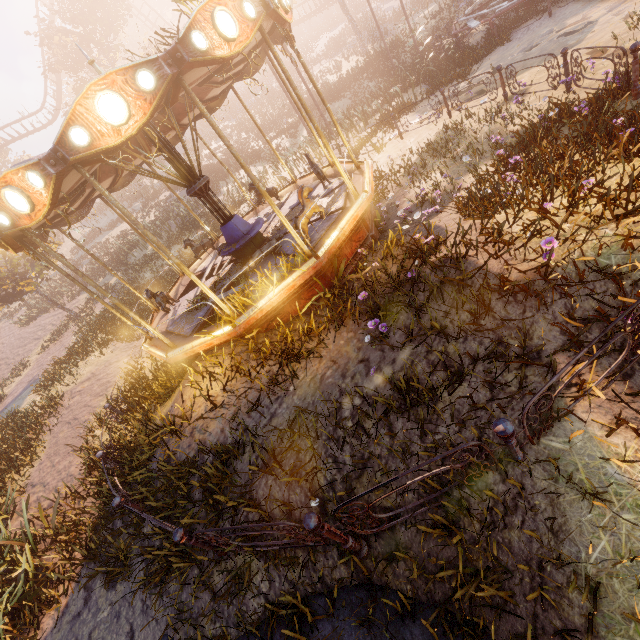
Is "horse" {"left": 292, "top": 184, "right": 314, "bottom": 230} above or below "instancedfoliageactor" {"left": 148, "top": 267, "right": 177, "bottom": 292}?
above

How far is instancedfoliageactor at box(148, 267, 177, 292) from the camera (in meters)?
15.16

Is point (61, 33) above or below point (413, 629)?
above

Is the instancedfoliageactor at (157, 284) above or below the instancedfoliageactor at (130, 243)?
below

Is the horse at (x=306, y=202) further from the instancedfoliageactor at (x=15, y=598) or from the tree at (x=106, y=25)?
the tree at (x=106, y=25)

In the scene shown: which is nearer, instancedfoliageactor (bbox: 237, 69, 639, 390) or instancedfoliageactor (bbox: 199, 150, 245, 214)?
instancedfoliageactor (bbox: 237, 69, 639, 390)

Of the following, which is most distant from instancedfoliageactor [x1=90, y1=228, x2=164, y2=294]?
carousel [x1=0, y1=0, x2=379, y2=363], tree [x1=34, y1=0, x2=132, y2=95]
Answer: tree [x1=34, y1=0, x2=132, y2=95]

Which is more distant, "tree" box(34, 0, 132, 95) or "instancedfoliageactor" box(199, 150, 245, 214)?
"tree" box(34, 0, 132, 95)
